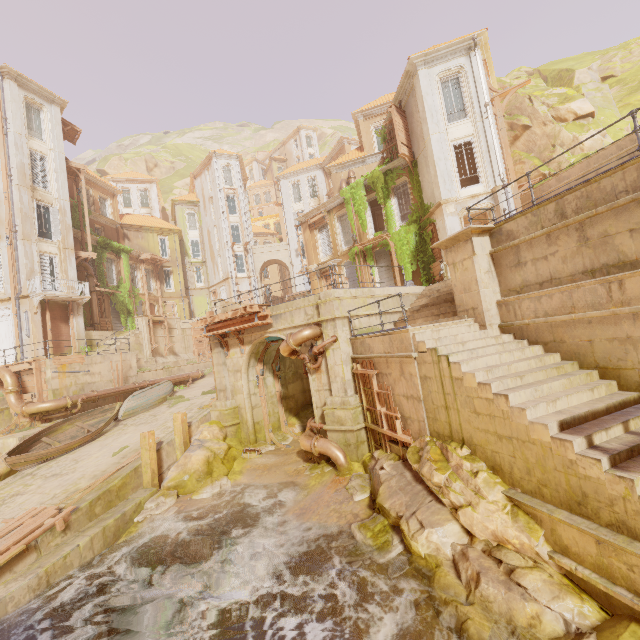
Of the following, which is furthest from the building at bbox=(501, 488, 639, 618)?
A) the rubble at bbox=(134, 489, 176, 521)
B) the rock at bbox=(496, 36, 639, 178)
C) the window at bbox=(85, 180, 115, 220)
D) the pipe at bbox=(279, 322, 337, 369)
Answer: the window at bbox=(85, 180, 115, 220)

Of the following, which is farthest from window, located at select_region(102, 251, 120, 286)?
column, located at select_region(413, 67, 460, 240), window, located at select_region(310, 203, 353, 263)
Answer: column, located at select_region(413, 67, 460, 240)

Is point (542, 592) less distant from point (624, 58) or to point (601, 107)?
point (601, 107)

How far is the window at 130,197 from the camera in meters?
45.7 m

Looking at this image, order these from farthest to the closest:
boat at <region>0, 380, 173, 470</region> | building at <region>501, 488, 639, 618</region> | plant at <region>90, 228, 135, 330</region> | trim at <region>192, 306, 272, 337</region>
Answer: plant at <region>90, 228, 135, 330</region> → trim at <region>192, 306, 272, 337</region> → boat at <region>0, 380, 173, 470</region> → building at <region>501, 488, 639, 618</region>

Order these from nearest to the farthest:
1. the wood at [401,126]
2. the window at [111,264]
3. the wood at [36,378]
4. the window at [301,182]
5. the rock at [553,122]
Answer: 1. the wood at [36,378]
2. the rock at [553,122]
3. the wood at [401,126]
4. the window at [111,264]
5. the window at [301,182]

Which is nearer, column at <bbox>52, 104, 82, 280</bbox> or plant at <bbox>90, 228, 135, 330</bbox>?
column at <bbox>52, 104, 82, 280</bbox>

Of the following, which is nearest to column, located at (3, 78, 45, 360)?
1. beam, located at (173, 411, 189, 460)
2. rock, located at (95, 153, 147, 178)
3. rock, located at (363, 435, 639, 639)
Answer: beam, located at (173, 411, 189, 460)
